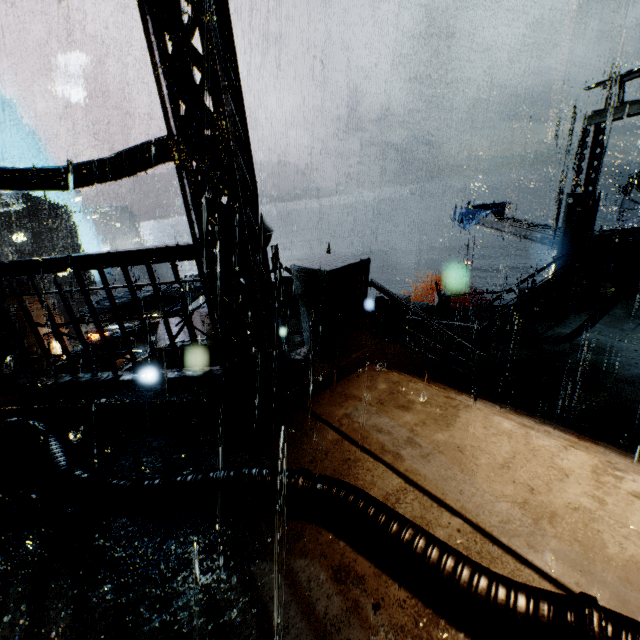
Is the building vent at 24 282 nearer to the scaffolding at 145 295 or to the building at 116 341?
the building at 116 341

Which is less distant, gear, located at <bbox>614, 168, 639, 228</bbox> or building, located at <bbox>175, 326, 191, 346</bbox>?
building, located at <bbox>175, 326, 191, 346</bbox>

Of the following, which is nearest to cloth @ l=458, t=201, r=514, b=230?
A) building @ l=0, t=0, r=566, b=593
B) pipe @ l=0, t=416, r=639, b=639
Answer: building @ l=0, t=0, r=566, b=593

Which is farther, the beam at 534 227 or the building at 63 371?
the beam at 534 227

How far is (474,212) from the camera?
25.4 meters

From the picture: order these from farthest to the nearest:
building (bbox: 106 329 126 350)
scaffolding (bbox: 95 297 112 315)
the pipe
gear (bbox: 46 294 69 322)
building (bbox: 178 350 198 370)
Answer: gear (bbox: 46 294 69 322), building (bbox: 106 329 126 350), scaffolding (bbox: 95 297 112 315), building (bbox: 178 350 198 370), the pipe

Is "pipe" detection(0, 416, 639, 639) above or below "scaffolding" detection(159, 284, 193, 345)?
below

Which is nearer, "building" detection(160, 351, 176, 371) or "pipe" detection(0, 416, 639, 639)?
"pipe" detection(0, 416, 639, 639)
